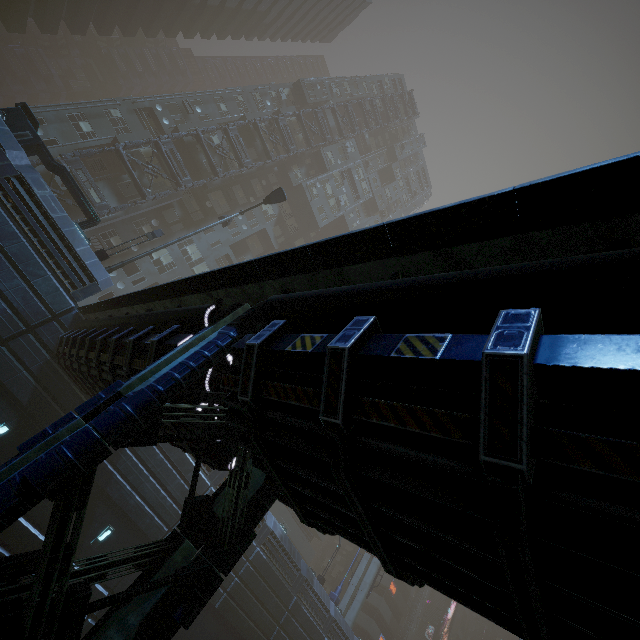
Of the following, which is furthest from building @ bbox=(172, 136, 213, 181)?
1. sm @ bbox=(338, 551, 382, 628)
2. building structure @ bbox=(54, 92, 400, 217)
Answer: sm @ bbox=(338, 551, 382, 628)

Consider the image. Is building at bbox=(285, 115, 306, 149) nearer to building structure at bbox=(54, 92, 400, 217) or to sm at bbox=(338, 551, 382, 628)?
building structure at bbox=(54, 92, 400, 217)

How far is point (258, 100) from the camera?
39.8 meters

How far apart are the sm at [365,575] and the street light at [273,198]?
38.12m

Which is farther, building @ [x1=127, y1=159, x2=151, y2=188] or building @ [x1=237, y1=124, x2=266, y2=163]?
building @ [x1=237, y1=124, x2=266, y2=163]

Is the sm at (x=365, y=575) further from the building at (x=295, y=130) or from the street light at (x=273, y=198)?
the street light at (x=273, y=198)

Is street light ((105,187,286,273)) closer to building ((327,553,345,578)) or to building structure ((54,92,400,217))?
building ((327,553,345,578))

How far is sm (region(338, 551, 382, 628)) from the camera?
Answer: 32.6 meters
